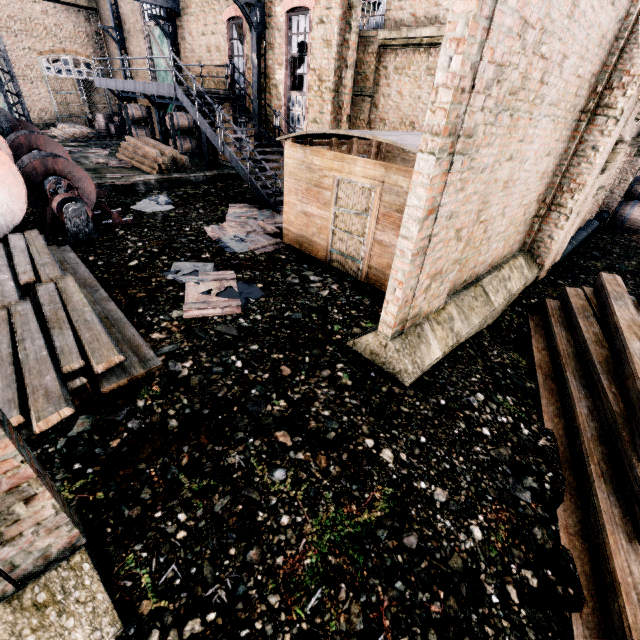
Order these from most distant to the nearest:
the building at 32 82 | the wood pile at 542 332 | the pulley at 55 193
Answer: the building at 32 82 → the pulley at 55 193 → the wood pile at 542 332

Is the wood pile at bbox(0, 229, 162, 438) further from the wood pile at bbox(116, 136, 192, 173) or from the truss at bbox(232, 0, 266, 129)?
the truss at bbox(232, 0, 266, 129)

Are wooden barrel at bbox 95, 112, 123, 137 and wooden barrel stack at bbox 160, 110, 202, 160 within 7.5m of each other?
no

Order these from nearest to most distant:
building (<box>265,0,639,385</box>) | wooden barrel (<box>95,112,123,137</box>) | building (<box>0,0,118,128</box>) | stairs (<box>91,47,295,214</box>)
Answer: building (<box>265,0,639,385</box>), stairs (<box>91,47,295,214</box>), building (<box>0,0,118,128</box>), wooden barrel (<box>95,112,123,137</box>)

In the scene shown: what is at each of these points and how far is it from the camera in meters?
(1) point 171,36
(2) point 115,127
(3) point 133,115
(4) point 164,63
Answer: (1) truss, 18.6 m
(2) wooden barrel, 24.4 m
(3) wooden barrel stack, 21.5 m
(4) door, 21.2 m

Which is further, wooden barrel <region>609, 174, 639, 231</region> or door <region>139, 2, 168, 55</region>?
door <region>139, 2, 168, 55</region>

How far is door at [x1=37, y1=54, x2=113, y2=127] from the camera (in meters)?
25.17

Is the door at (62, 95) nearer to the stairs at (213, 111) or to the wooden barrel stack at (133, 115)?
the stairs at (213, 111)
